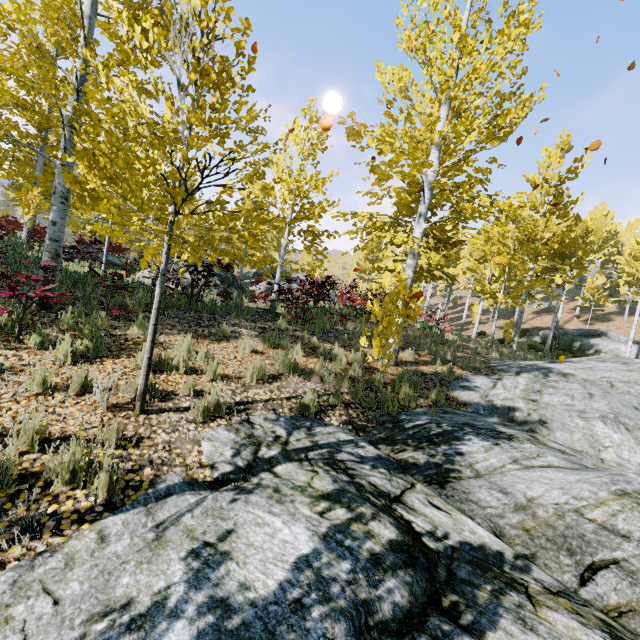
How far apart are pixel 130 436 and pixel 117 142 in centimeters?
305cm

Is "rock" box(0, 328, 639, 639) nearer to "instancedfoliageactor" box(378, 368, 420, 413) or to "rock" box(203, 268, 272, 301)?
"instancedfoliageactor" box(378, 368, 420, 413)

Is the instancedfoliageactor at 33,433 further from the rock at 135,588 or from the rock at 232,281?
the rock at 232,281

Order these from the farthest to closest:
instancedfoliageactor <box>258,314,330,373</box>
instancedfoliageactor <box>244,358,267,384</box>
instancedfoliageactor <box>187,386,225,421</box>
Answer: instancedfoliageactor <box>258,314,330,373</box> < instancedfoliageactor <box>244,358,267,384</box> < instancedfoliageactor <box>187,386,225,421</box>

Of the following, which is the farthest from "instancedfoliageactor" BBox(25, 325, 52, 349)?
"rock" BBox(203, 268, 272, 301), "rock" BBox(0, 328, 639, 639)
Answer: "rock" BBox(203, 268, 272, 301)

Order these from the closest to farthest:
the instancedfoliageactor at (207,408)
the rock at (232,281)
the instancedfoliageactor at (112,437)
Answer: the instancedfoliageactor at (112,437) → the instancedfoliageactor at (207,408) → the rock at (232,281)

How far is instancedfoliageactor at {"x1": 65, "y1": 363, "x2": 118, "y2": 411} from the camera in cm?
388
